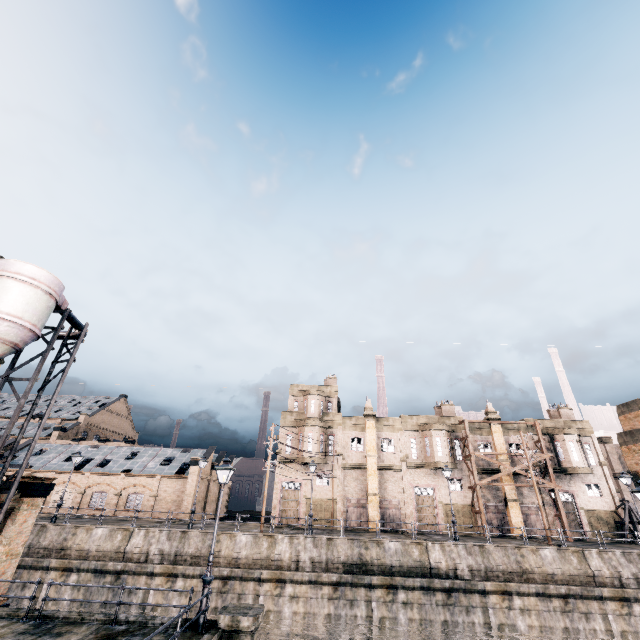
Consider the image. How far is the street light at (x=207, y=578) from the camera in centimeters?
1248cm

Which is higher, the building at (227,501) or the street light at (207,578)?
the building at (227,501)

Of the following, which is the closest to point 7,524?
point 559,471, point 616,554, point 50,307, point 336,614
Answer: point 50,307

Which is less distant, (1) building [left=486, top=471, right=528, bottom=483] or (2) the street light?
(2) the street light

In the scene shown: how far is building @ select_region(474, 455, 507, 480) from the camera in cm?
3722

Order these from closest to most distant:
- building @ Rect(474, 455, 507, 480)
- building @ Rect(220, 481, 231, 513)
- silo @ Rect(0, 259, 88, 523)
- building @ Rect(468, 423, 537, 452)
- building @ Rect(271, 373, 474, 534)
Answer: silo @ Rect(0, 259, 88, 523), building @ Rect(271, 373, 474, 534), building @ Rect(474, 455, 507, 480), building @ Rect(468, 423, 537, 452), building @ Rect(220, 481, 231, 513)

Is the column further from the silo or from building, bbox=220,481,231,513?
building, bbox=220,481,231,513

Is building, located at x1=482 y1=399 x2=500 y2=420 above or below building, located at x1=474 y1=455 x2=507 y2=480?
above
